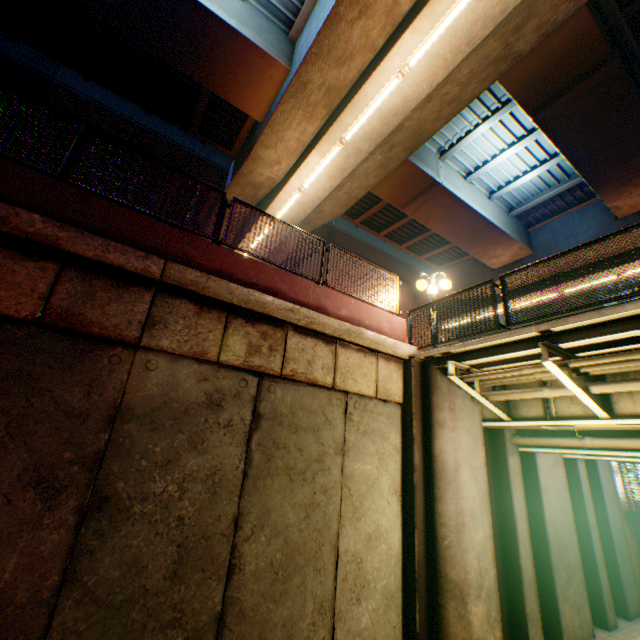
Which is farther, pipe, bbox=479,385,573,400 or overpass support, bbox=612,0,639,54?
overpass support, bbox=612,0,639,54

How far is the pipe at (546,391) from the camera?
6.3m

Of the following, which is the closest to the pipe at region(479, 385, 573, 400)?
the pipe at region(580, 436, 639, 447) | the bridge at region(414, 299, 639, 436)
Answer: the bridge at region(414, 299, 639, 436)

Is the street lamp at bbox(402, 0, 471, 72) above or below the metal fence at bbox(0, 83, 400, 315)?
above

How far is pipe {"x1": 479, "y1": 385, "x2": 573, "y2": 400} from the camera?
6.26m

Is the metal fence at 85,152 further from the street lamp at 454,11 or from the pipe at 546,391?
the street lamp at 454,11

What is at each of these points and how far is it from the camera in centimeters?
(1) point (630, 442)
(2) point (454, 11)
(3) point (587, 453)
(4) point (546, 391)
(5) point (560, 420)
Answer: (1) pipe, 637cm
(2) street lamp, 667cm
(3) bridge, 730cm
(4) pipe, 644cm
(5) bridge, 684cm

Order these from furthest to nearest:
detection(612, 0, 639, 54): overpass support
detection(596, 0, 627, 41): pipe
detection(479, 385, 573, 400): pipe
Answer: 1. detection(612, 0, 639, 54): overpass support
2. detection(596, 0, 627, 41): pipe
3. detection(479, 385, 573, 400): pipe
